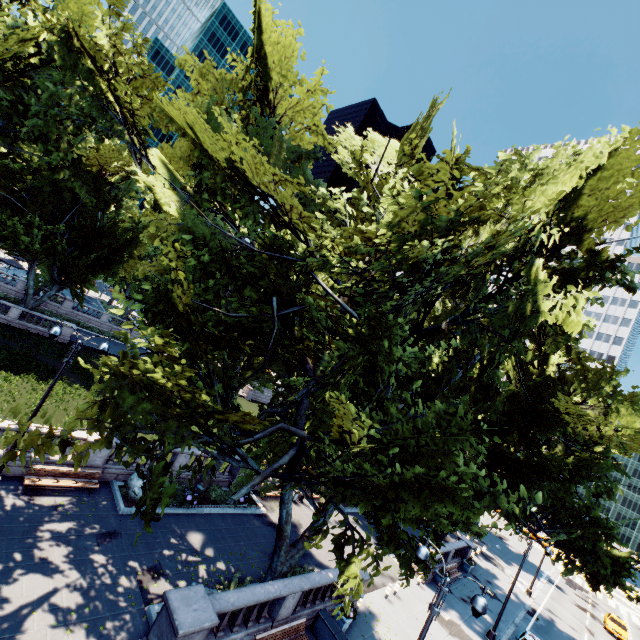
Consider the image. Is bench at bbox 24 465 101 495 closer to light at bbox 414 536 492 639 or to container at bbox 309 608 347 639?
container at bbox 309 608 347 639

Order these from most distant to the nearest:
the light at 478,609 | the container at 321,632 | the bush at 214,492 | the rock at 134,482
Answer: the bush at 214,492 → the rock at 134,482 → the container at 321,632 → the light at 478,609

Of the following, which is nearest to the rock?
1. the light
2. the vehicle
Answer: the light

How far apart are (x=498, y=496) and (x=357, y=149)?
17.32m

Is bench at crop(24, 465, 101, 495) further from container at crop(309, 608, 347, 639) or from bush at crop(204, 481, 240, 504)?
container at crop(309, 608, 347, 639)

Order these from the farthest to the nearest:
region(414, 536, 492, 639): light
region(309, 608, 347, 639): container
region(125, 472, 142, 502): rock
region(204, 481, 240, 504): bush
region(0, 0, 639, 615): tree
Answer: region(204, 481, 240, 504): bush → region(125, 472, 142, 502): rock → region(309, 608, 347, 639): container → region(414, 536, 492, 639): light → region(0, 0, 639, 615): tree

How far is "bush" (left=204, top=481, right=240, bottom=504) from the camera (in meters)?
20.27

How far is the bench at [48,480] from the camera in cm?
1424
